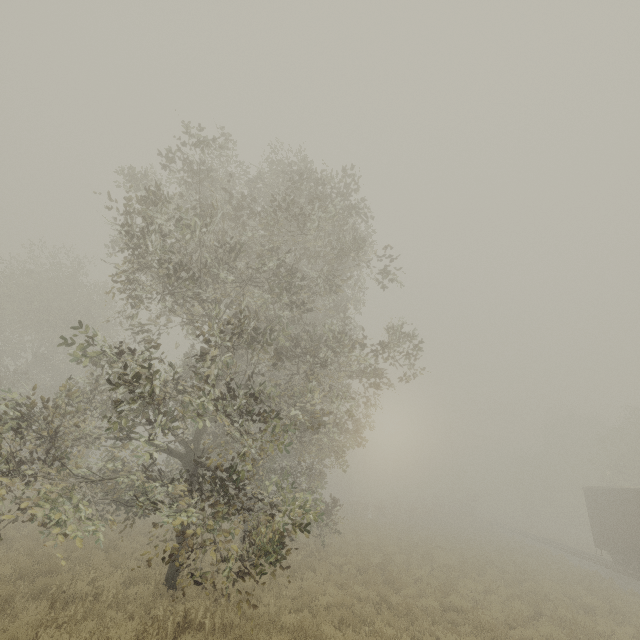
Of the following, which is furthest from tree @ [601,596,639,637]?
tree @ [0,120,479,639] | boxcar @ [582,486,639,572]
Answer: boxcar @ [582,486,639,572]

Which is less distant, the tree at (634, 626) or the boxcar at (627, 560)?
the tree at (634, 626)

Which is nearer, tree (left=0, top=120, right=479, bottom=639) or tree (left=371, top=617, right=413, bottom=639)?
tree (left=0, top=120, right=479, bottom=639)

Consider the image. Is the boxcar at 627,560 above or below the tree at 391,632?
above

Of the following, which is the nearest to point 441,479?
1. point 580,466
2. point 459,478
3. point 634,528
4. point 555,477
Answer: point 459,478

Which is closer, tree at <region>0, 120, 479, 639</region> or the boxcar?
tree at <region>0, 120, 479, 639</region>

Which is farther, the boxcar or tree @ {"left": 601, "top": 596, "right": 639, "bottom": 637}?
→ the boxcar

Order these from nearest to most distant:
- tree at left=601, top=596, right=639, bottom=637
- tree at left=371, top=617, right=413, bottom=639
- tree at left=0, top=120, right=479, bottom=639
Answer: tree at left=0, top=120, right=479, bottom=639, tree at left=371, top=617, right=413, bottom=639, tree at left=601, top=596, right=639, bottom=637
